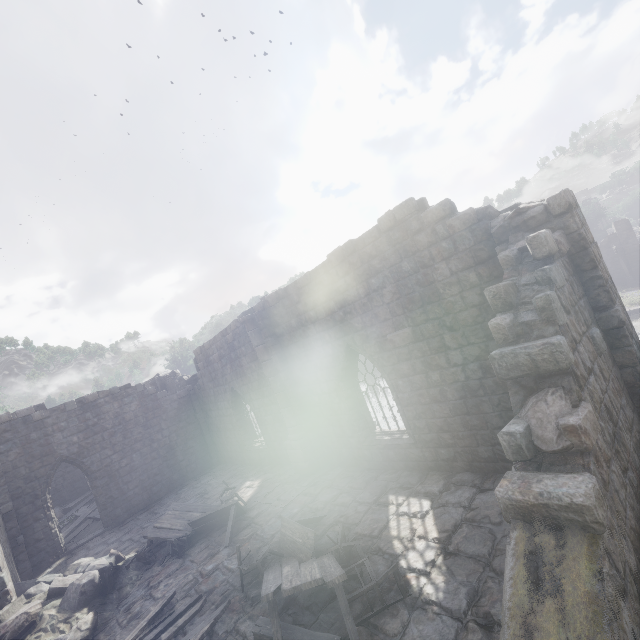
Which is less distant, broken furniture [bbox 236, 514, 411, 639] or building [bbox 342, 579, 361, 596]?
broken furniture [bbox 236, 514, 411, 639]

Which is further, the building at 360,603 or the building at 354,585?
the building at 354,585

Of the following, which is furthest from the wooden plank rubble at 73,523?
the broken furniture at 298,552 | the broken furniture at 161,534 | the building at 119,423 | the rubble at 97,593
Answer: the broken furniture at 298,552

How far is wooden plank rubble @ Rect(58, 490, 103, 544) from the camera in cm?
1648

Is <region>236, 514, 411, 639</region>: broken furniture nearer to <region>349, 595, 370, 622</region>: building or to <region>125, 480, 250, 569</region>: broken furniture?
<region>349, 595, 370, 622</region>: building

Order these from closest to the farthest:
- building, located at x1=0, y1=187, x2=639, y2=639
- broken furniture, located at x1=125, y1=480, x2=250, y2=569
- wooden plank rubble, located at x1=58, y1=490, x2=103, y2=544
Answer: building, located at x1=0, y1=187, x2=639, y2=639, broken furniture, located at x1=125, y1=480, x2=250, y2=569, wooden plank rubble, located at x1=58, y1=490, x2=103, y2=544

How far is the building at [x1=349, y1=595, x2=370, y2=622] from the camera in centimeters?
553cm

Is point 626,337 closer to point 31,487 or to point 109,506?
point 109,506
